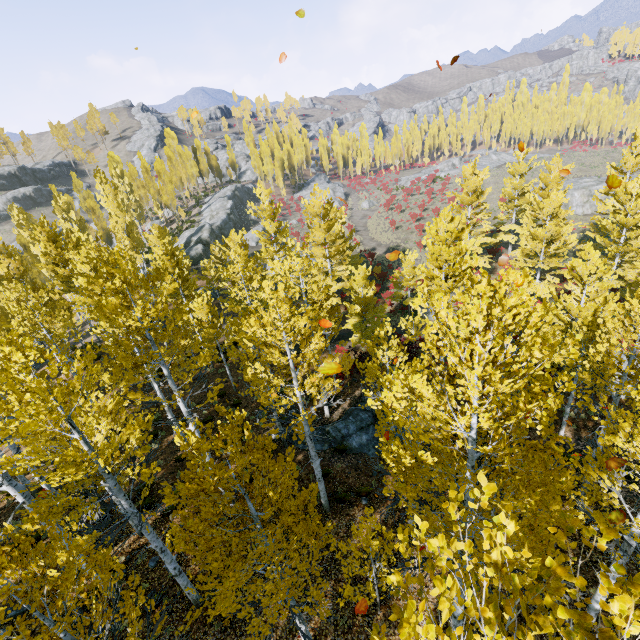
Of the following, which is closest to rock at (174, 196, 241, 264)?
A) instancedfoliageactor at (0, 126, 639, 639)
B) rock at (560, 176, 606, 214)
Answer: instancedfoliageactor at (0, 126, 639, 639)

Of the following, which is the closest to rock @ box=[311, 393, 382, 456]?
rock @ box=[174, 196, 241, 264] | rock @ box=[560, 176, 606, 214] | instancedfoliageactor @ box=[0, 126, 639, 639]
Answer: instancedfoliageactor @ box=[0, 126, 639, 639]

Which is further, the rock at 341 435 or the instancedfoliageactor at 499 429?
the rock at 341 435

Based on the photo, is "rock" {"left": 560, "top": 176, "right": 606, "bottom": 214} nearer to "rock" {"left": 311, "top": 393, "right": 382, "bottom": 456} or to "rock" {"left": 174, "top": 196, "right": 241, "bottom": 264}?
"rock" {"left": 174, "top": 196, "right": 241, "bottom": 264}

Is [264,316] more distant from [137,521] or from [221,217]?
[221,217]

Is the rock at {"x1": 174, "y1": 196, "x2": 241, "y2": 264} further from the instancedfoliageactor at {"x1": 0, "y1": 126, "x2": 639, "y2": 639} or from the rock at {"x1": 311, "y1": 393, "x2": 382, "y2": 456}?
the rock at {"x1": 311, "y1": 393, "x2": 382, "y2": 456}

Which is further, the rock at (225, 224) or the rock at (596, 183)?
the rock at (225, 224)
